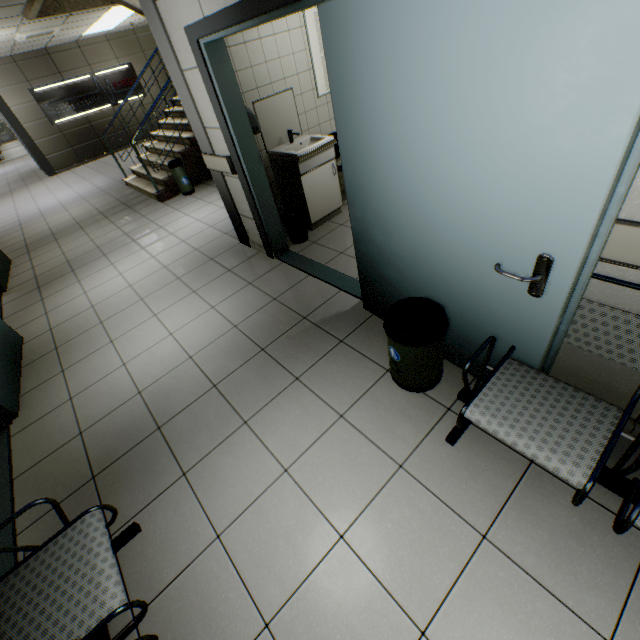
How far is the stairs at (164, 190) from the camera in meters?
6.1 m

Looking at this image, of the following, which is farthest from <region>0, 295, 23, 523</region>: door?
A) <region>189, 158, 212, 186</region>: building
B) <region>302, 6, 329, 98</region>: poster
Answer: <region>302, 6, 329, 98</region>: poster

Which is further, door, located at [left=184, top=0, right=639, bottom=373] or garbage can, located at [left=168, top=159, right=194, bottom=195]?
garbage can, located at [left=168, top=159, right=194, bottom=195]

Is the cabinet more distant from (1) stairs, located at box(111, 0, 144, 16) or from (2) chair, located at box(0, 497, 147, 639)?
(2) chair, located at box(0, 497, 147, 639)

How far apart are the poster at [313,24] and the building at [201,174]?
3.6m

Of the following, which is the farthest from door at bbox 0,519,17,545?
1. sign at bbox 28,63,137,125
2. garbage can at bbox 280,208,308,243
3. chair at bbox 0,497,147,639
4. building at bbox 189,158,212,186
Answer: sign at bbox 28,63,137,125

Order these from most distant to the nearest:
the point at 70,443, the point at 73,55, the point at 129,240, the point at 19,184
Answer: the point at 19,184 < the point at 73,55 < the point at 129,240 < the point at 70,443

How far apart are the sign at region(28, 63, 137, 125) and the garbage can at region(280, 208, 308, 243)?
12.6 meters
